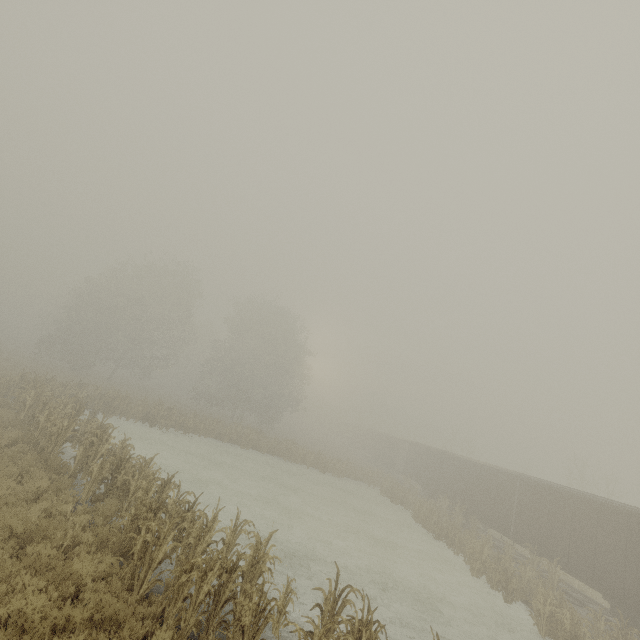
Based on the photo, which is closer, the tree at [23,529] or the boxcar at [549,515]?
the tree at [23,529]

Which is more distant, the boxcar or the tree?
the boxcar

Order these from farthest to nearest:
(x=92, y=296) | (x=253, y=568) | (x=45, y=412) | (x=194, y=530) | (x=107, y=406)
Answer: (x=92, y=296)
(x=107, y=406)
(x=45, y=412)
(x=194, y=530)
(x=253, y=568)
